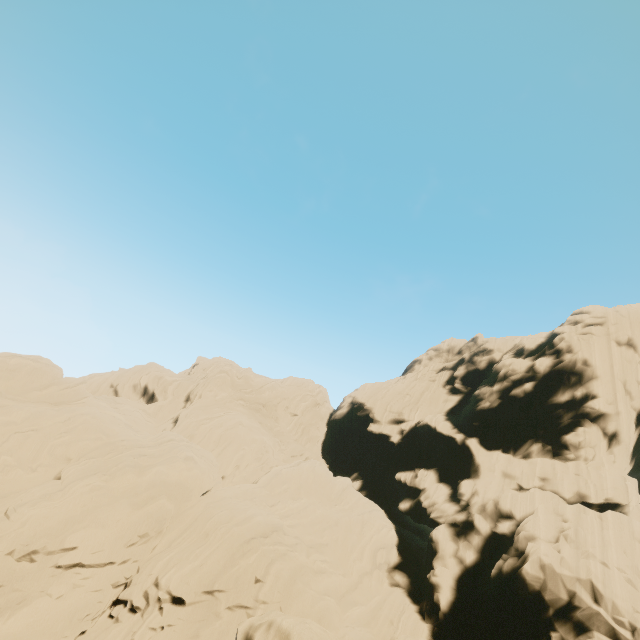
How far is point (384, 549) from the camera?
28.59m
